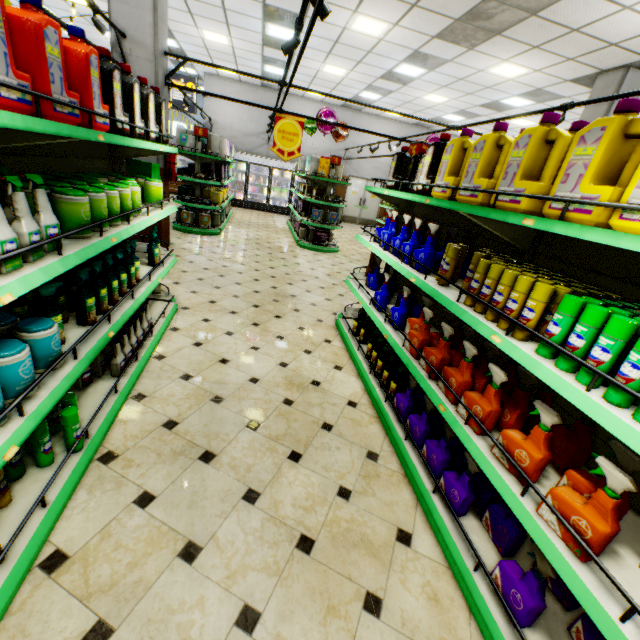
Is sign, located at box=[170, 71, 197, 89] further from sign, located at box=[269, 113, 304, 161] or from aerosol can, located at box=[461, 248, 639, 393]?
aerosol can, located at box=[461, 248, 639, 393]

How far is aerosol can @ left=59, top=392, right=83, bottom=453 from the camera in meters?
1.8

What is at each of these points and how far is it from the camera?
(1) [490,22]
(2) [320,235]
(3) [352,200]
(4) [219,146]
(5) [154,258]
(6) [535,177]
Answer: (1) building, 5.82m
(2) sanitary pad, 9.12m
(3) door, 16.58m
(4) diaper, 8.05m
(5) spray bottle, 3.38m
(6) liquid laundry detergent, 1.68m

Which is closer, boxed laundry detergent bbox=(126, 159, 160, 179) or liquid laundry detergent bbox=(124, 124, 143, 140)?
liquid laundry detergent bbox=(124, 124, 143, 140)

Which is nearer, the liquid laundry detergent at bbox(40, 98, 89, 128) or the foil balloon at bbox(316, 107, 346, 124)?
the liquid laundry detergent at bbox(40, 98, 89, 128)

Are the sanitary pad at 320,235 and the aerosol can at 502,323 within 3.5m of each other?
no

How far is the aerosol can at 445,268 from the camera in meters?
2.3 m

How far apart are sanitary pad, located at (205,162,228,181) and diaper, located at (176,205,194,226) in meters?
1.0
